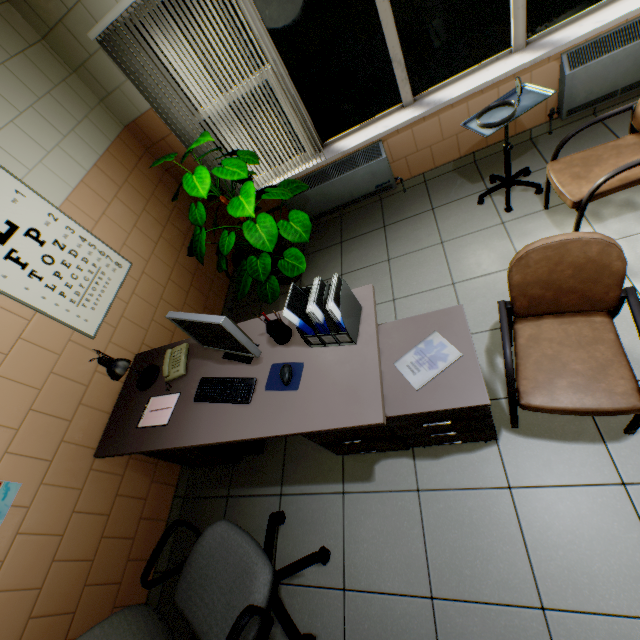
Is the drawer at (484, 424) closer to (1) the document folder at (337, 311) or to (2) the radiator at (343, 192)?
(1) the document folder at (337, 311)

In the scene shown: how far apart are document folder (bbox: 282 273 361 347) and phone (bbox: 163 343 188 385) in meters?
1.0 m

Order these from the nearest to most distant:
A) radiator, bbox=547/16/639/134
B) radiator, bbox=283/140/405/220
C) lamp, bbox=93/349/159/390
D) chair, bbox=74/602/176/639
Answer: chair, bbox=74/602/176/639, lamp, bbox=93/349/159/390, radiator, bbox=547/16/639/134, radiator, bbox=283/140/405/220

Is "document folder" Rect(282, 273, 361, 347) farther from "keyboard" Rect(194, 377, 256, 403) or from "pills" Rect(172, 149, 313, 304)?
"pills" Rect(172, 149, 313, 304)

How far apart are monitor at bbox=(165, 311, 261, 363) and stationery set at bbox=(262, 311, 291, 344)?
0.1 meters

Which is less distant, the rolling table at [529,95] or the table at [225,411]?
Result: the table at [225,411]

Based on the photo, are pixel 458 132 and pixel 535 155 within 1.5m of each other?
yes

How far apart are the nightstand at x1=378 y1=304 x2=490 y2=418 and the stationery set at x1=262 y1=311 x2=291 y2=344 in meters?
0.5 m
